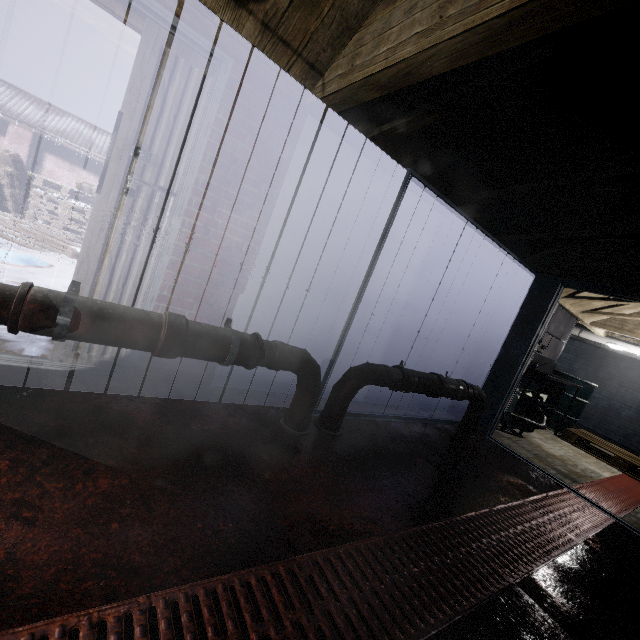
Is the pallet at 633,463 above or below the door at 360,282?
below

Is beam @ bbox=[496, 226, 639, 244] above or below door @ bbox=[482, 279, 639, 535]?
above

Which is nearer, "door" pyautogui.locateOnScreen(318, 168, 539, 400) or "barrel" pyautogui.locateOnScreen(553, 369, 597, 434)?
"door" pyautogui.locateOnScreen(318, 168, 539, 400)

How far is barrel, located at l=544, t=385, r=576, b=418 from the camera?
5.61m

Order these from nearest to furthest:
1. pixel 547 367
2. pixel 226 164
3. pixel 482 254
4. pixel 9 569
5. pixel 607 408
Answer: pixel 9 569
pixel 226 164
pixel 482 254
pixel 547 367
pixel 607 408

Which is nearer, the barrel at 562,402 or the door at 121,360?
the door at 121,360

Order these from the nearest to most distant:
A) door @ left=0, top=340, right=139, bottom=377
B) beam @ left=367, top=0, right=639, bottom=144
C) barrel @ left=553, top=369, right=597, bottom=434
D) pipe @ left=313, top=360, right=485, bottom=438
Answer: beam @ left=367, top=0, right=639, bottom=144, door @ left=0, top=340, right=139, bottom=377, pipe @ left=313, top=360, right=485, bottom=438, barrel @ left=553, top=369, right=597, bottom=434
